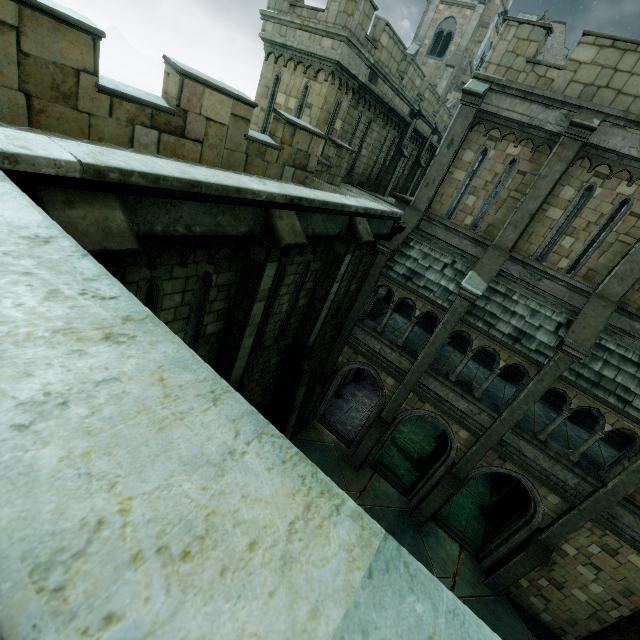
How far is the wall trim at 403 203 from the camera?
15.0m

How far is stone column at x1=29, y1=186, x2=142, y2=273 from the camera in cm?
307

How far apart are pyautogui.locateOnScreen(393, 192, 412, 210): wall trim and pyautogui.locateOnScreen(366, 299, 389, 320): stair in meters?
4.8 m

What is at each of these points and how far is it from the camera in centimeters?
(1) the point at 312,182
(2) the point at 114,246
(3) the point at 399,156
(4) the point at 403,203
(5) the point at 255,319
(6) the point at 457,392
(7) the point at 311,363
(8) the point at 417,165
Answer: (1) trim, 1173cm
(2) stone column, 338cm
(3) stone column, 1834cm
(4) wall trim, 1516cm
(5) stone column, 701cm
(6) building, 1141cm
(7) stone column, 1056cm
(8) stone column, 2117cm

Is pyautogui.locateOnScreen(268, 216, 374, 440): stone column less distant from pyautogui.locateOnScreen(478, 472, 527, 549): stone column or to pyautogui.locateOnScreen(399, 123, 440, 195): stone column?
pyautogui.locateOnScreen(478, 472, 527, 549): stone column

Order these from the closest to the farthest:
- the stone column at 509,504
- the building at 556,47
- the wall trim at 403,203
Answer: the stone column at 509,504, the wall trim at 403,203, the building at 556,47

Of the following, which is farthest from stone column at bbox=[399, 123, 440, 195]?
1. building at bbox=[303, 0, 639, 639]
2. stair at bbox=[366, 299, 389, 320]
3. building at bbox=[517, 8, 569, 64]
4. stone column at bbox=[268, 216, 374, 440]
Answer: building at bbox=[517, 8, 569, 64]

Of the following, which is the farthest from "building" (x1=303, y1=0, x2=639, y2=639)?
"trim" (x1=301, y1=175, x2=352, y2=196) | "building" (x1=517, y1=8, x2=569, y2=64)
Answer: "building" (x1=517, y1=8, x2=569, y2=64)
